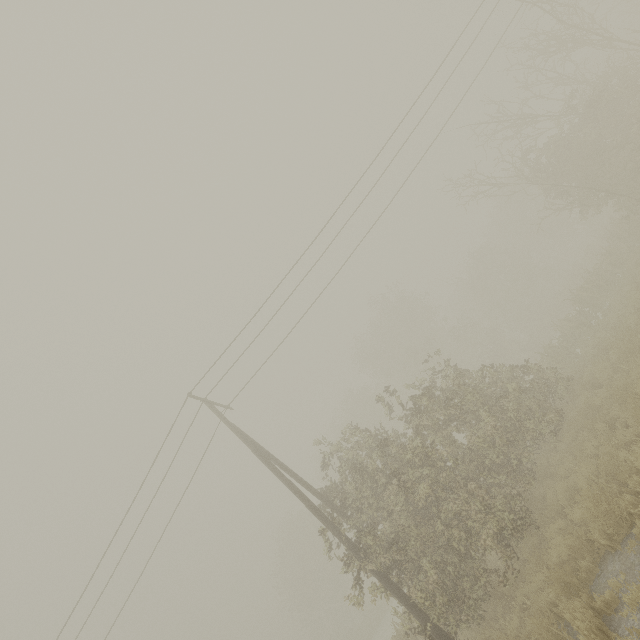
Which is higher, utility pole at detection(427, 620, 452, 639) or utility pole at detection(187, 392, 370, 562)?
utility pole at detection(187, 392, 370, 562)

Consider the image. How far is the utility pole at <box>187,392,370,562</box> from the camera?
9.9m

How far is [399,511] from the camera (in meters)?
10.62

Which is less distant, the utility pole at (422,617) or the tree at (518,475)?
the utility pole at (422,617)

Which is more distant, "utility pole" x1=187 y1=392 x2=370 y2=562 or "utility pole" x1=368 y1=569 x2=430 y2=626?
"utility pole" x1=187 y1=392 x2=370 y2=562

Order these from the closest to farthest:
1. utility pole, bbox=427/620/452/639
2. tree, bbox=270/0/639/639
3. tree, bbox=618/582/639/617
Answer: tree, bbox=618/582/639/617 < utility pole, bbox=427/620/452/639 < tree, bbox=270/0/639/639

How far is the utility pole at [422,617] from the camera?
8.5 meters
